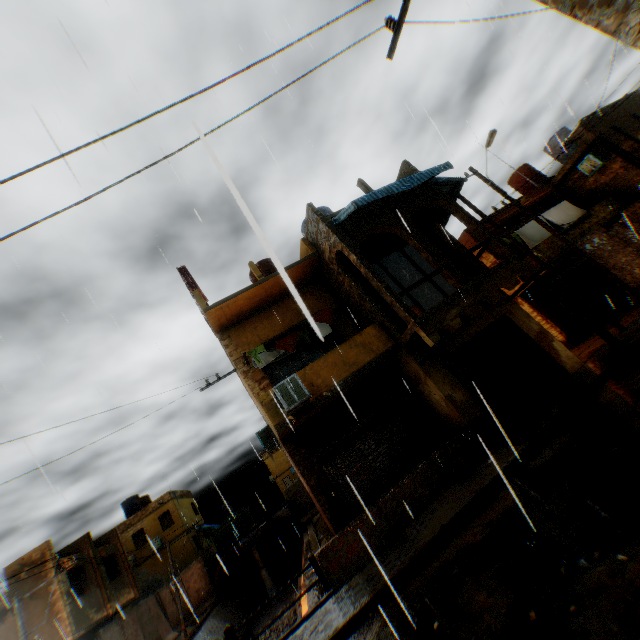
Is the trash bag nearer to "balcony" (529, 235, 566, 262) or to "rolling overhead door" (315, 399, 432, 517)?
"rolling overhead door" (315, 399, 432, 517)

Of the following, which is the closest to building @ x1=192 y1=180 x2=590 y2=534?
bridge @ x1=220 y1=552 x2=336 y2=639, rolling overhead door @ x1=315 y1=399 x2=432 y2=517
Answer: rolling overhead door @ x1=315 y1=399 x2=432 y2=517

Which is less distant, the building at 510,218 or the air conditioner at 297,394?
the air conditioner at 297,394

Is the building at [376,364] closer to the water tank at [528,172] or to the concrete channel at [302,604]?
the concrete channel at [302,604]

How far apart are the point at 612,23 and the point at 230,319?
11.5m

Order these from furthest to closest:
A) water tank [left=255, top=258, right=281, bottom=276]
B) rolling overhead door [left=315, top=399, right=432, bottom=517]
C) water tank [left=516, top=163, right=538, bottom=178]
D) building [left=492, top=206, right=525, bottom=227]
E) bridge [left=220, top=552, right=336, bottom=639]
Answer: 1. water tank [left=516, top=163, right=538, bottom=178]
2. building [left=492, top=206, right=525, bottom=227]
3. rolling overhead door [left=315, top=399, right=432, bottom=517]
4. bridge [left=220, top=552, right=336, bottom=639]
5. water tank [left=255, top=258, right=281, bottom=276]

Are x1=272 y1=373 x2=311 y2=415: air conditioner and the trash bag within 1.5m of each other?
no
